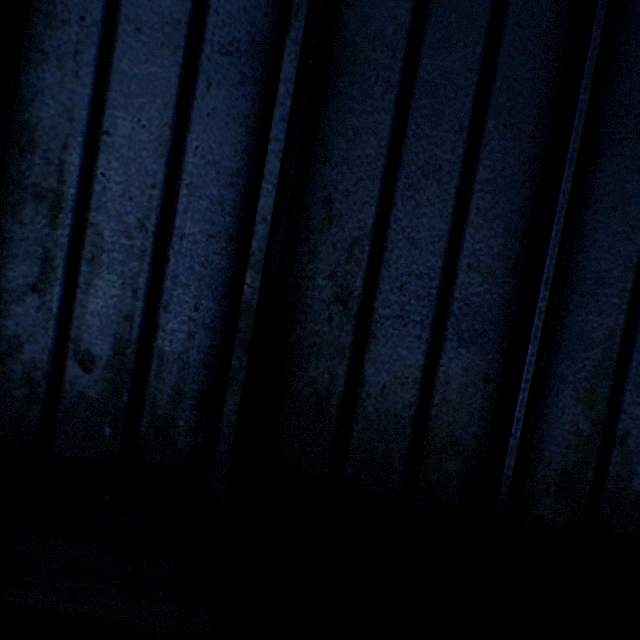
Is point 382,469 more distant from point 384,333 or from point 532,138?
point 532,138
